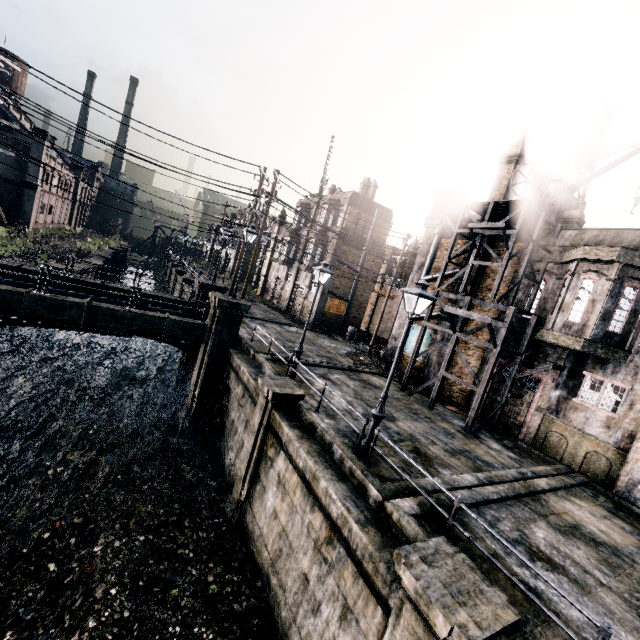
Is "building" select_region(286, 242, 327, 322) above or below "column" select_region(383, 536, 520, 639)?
above

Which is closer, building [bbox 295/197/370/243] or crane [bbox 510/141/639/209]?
crane [bbox 510/141/639/209]

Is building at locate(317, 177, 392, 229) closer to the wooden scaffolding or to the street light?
the wooden scaffolding

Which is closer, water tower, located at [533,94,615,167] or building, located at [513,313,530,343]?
building, located at [513,313,530,343]

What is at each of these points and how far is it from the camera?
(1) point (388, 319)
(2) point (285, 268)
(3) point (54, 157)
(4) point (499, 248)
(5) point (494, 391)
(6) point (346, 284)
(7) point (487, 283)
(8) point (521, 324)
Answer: (1) building, 38.7 meters
(2) building, 41.0 meters
(3) building, 48.5 meters
(4) building, 20.0 meters
(5) building, 18.6 meters
(6) building, 33.4 meters
(7) building, 20.3 meters
(8) building, 17.4 meters

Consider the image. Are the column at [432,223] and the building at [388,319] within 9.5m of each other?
no

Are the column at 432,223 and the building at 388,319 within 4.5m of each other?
no

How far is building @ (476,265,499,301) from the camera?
19.94m
